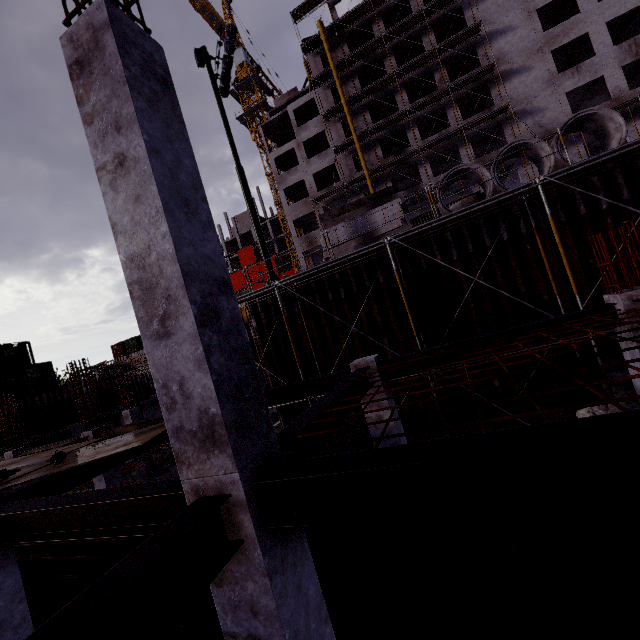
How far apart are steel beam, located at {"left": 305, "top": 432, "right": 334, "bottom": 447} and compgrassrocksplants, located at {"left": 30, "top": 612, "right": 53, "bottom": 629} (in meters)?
9.31

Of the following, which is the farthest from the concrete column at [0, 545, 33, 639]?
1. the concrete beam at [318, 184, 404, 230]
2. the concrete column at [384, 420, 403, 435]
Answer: the concrete beam at [318, 184, 404, 230]

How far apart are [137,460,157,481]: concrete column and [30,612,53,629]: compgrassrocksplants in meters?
8.8 m

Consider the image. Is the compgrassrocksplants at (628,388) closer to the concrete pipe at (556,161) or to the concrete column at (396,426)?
the concrete column at (396,426)

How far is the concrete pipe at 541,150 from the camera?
9.7 meters

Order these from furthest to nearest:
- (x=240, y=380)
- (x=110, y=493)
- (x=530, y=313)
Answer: (x=530, y=313), (x=110, y=493), (x=240, y=380)

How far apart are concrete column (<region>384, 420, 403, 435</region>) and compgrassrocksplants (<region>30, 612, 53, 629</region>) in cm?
889

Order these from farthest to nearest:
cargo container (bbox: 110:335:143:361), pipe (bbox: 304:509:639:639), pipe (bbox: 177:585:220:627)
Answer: cargo container (bbox: 110:335:143:361)
pipe (bbox: 177:585:220:627)
pipe (bbox: 304:509:639:639)
